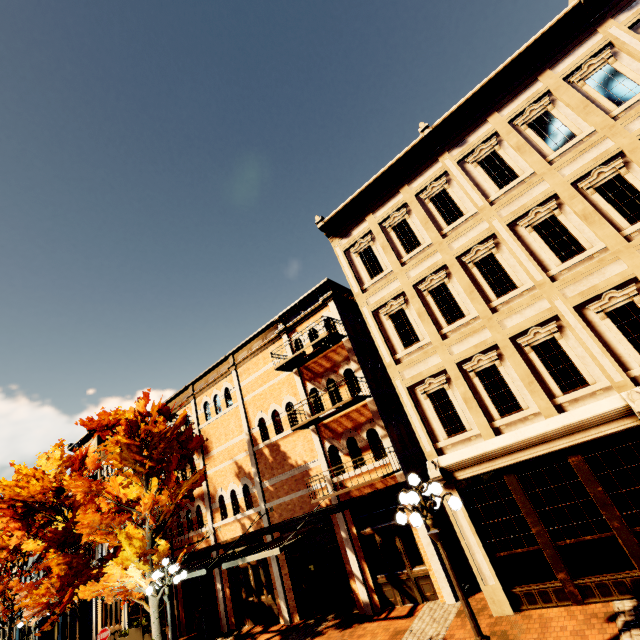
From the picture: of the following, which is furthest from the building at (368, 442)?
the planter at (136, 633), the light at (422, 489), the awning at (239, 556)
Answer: the planter at (136, 633)

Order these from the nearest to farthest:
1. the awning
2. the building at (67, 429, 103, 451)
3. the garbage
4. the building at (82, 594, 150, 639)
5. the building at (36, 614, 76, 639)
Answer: the awning
the garbage
the building at (82, 594, 150, 639)
the building at (36, 614, 76, 639)
the building at (67, 429, 103, 451)

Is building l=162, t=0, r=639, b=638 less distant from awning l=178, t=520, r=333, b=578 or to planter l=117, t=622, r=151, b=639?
awning l=178, t=520, r=333, b=578

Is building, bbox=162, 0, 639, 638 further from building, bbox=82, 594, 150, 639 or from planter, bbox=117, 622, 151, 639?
planter, bbox=117, 622, 151, 639

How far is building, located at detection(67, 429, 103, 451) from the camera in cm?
2620

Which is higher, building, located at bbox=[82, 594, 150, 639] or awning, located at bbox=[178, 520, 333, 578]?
awning, located at bbox=[178, 520, 333, 578]

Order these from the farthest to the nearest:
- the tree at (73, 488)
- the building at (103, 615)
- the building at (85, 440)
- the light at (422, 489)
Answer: the building at (85, 440)
the building at (103, 615)
the tree at (73, 488)
the light at (422, 489)

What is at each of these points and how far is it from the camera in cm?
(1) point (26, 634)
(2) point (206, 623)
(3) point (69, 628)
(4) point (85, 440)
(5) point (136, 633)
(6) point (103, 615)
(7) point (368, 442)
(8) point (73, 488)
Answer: (1) building, 2702
(2) garbage, 1445
(3) building, 2311
(4) building, 2755
(5) planter, 1706
(6) building, 2072
(7) building, 1209
(8) tree, 1157
